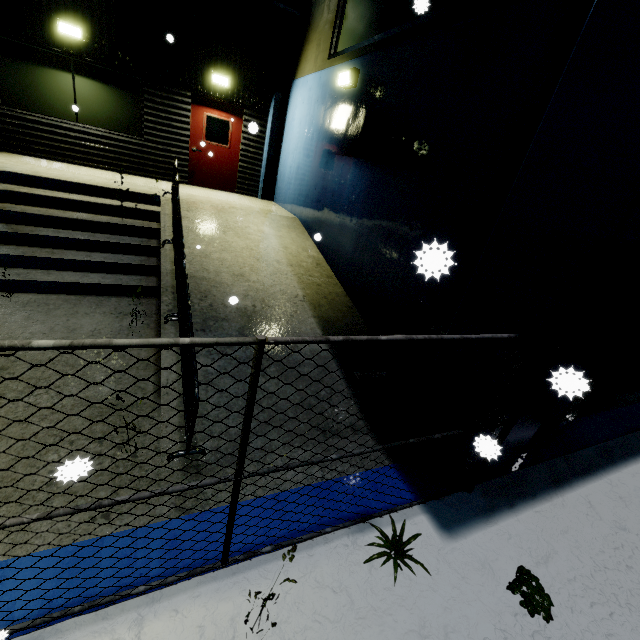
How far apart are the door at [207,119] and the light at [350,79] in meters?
4.8

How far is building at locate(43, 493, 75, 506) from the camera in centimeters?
264cm

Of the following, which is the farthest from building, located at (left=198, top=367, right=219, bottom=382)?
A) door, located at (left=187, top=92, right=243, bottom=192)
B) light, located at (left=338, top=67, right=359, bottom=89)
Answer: light, located at (left=338, top=67, right=359, bottom=89)

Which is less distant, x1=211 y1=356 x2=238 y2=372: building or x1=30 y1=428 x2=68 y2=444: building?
x1=30 y1=428 x2=68 y2=444: building

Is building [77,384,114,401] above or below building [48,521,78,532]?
above

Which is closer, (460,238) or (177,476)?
(177,476)

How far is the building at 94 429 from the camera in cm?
329
